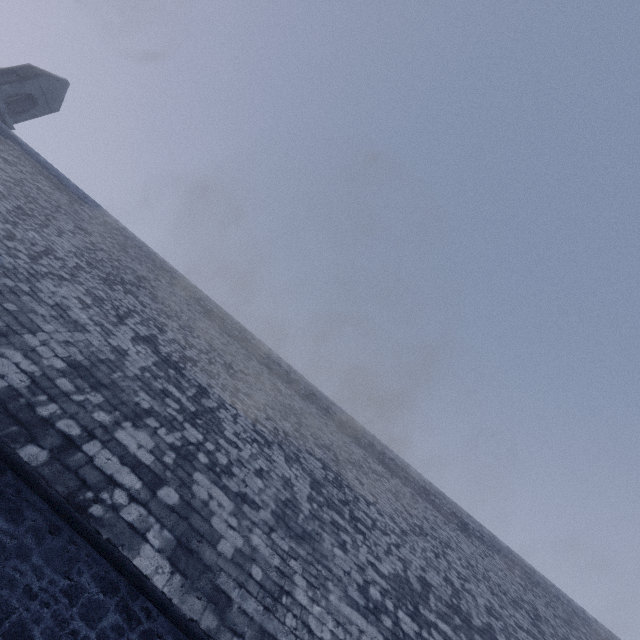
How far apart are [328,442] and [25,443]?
7.7 meters
